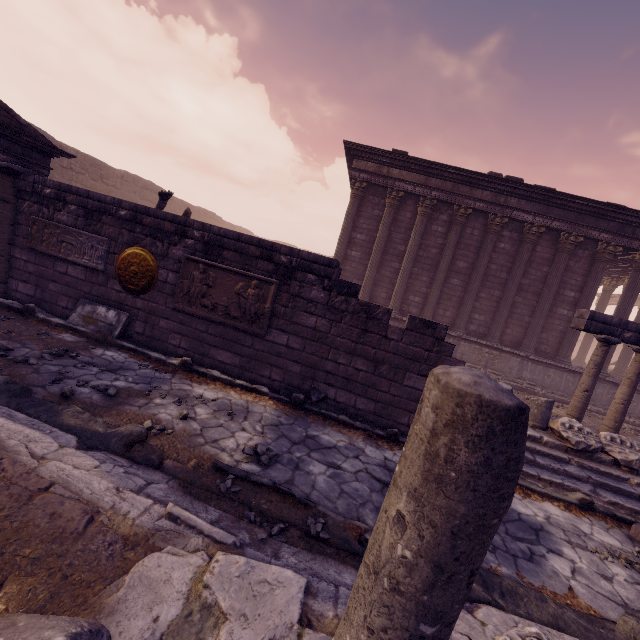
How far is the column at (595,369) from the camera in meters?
8.2

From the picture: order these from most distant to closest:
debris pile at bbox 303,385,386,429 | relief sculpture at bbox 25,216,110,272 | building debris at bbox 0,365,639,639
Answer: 1. relief sculpture at bbox 25,216,110,272
2. debris pile at bbox 303,385,386,429
3. building debris at bbox 0,365,639,639

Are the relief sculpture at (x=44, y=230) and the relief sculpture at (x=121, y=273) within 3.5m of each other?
yes

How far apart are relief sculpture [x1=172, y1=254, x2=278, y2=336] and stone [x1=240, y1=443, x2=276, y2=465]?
2.11m

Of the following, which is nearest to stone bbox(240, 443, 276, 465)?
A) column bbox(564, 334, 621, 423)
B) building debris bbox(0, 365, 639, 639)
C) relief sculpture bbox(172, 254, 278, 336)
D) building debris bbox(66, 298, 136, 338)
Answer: building debris bbox(0, 365, 639, 639)

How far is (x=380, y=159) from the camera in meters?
13.0

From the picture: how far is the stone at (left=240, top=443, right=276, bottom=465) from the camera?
4.0 meters

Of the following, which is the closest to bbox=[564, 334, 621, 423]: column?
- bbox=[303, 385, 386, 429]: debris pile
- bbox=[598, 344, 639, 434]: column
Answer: bbox=[598, 344, 639, 434]: column
